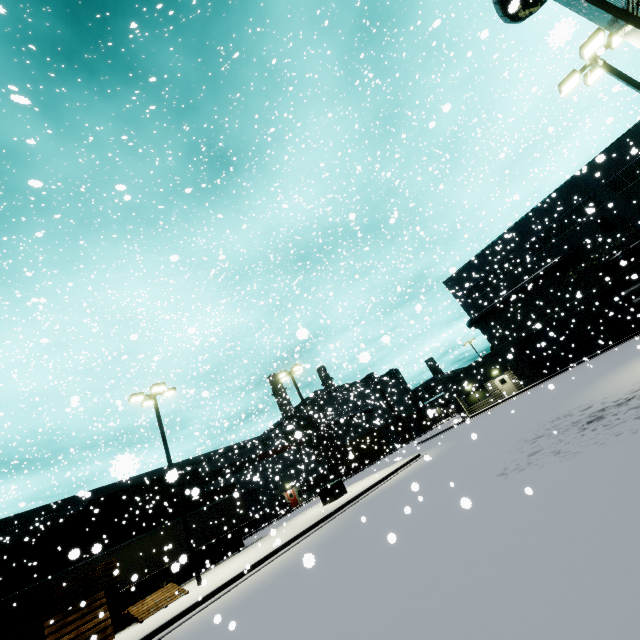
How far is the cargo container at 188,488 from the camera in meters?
25.4

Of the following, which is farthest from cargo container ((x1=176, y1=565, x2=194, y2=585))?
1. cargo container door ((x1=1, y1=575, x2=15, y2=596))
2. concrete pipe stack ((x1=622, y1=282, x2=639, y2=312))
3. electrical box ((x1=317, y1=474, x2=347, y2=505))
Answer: electrical box ((x1=317, y1=474, x2=347, y2=505))

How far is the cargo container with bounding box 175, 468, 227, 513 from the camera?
25.4m

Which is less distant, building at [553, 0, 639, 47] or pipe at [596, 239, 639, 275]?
building at [553, 0, 639, 47]

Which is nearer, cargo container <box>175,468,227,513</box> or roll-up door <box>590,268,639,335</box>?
cargo container <box>175,468,227,513</box>

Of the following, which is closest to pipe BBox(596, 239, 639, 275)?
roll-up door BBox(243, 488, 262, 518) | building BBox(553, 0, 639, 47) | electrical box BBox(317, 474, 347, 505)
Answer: building BBox(553, 0, 639, 47)

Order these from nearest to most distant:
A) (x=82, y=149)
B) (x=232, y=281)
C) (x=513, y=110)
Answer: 1. (x=82, y=149)
2. (x=232, y=281)
3. (x=513, y=110)

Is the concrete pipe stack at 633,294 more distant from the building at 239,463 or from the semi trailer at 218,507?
the building at 239,463
